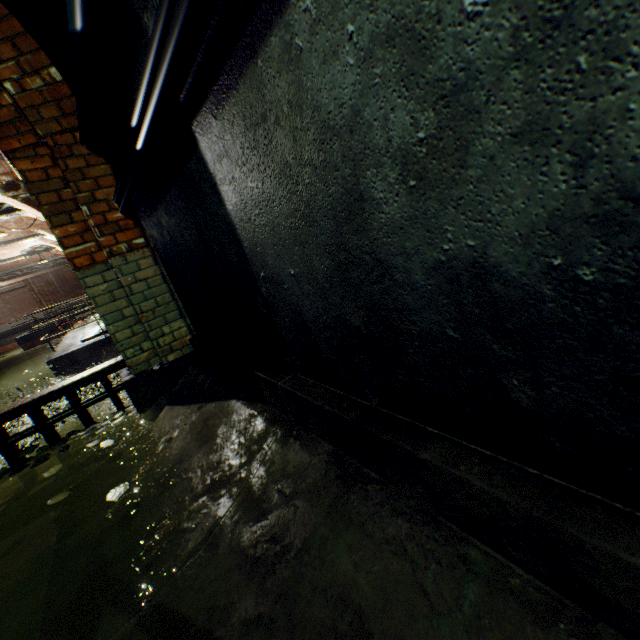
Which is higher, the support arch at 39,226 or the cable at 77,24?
the support arch at 39,226

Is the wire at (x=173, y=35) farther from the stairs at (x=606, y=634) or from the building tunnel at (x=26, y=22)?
the stairs at (x=606, y=634)

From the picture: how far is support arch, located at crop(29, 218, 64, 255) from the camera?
13.0 meters

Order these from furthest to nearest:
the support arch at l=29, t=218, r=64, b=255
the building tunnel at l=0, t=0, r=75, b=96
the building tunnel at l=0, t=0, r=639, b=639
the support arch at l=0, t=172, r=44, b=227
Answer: the support arch at l=29, t=218, r=64, b=255
the support arch at l=0, t=172, r=44, b=227
the building tunnel at l=0, t=0, r=75, b=96
the building tunnel at l=0, t=0, r=639, b=639

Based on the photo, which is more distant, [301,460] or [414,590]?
[301,460]

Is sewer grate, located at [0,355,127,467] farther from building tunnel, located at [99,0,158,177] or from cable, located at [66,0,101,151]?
cable, located at [66,0,101,151]

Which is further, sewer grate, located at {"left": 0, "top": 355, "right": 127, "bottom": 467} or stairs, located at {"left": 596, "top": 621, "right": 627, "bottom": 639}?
sewer grate, located at {"left": 0, "top": 355, "right": 127, "bottom": 467}

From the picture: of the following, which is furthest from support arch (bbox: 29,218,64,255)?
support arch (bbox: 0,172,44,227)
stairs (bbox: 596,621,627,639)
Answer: stairs (bbox: 596,621,627,639)
